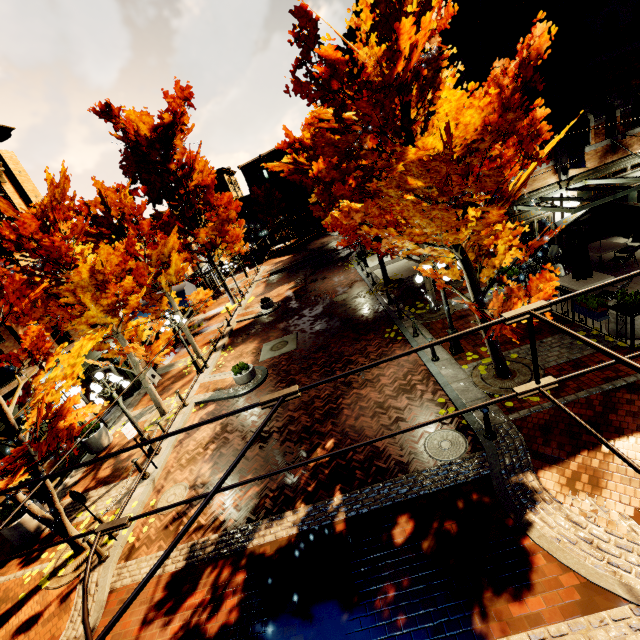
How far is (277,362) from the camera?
15.55m

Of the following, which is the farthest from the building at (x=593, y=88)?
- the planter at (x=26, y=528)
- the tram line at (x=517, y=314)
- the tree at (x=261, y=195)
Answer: the tram line at (x=517, y=314)

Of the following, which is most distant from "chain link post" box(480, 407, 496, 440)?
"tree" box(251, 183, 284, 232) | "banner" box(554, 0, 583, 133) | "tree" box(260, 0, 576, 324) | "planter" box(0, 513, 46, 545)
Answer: "tree" box(251, 183, 284, 232)

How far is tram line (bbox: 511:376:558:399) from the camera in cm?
200

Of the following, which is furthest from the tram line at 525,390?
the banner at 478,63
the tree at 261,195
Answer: the tree at 261,195

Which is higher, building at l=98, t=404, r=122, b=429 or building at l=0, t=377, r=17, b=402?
building at l=0, t=377, r=17, b=402

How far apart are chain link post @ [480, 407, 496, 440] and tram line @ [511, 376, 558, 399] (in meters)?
5.93

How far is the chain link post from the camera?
7.28m
